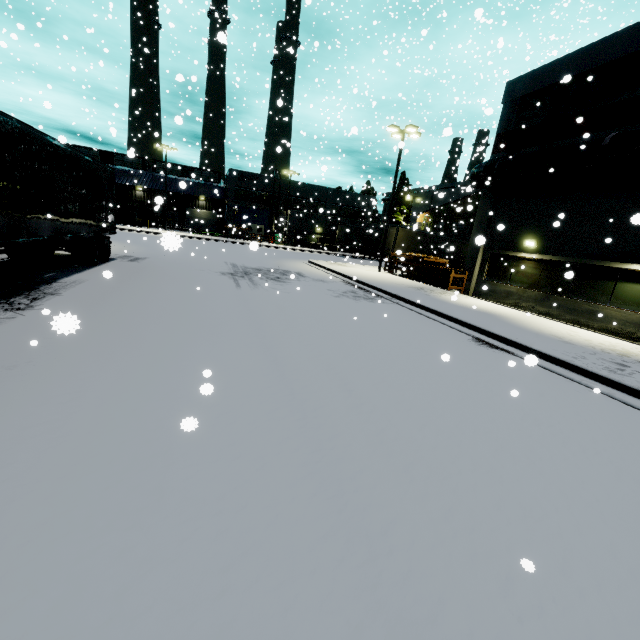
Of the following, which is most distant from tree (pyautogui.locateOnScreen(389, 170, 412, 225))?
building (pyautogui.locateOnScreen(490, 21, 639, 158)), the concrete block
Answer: the concrete block

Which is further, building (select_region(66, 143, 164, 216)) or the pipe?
building (select_region(66, 143, 164, 216))

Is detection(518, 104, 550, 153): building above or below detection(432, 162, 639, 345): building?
above

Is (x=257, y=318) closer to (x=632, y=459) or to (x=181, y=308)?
(x=181, y=308)

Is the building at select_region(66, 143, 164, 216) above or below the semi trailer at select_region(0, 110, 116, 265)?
above

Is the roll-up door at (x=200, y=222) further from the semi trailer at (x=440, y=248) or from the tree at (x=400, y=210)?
the tree at (x=400, y=210)

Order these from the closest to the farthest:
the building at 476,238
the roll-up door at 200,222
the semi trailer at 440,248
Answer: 1. the building at 476,238
2. the semi trailer at 440,248
3. the roll-up door at 200,222

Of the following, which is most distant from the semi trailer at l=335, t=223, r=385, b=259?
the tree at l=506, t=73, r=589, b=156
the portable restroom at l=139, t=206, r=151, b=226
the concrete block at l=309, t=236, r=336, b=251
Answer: the tree at l=506, t=73, r=589, b=156
